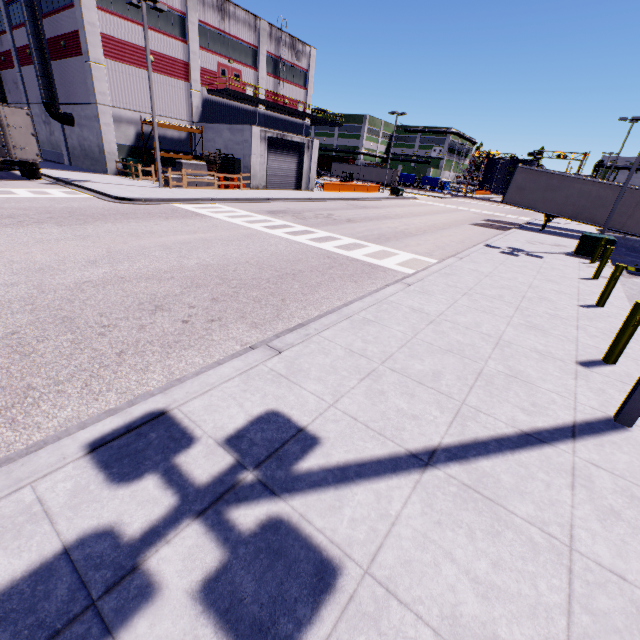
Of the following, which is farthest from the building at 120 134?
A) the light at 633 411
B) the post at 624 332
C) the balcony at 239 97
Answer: the post at 624 332

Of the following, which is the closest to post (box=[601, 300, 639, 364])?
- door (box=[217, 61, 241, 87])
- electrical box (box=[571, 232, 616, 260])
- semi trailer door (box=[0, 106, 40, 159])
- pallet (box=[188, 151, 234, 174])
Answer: electrical box (box=[571, 232, 616, 260])

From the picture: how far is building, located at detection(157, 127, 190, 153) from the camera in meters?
28.3 m

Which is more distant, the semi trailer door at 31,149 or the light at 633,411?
the semi trailer door at 31,149

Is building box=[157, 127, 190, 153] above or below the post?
above

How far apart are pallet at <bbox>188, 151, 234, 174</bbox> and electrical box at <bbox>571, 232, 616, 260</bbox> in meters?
25.4

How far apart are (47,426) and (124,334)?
2.1 meters

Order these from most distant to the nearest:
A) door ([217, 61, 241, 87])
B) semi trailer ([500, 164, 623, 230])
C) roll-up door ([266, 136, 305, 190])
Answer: door ([217, 61, 241, 87]) → roll-up door ([266, 136, 305, 190]) → semi trailer ([500, 164, 623, 230])
